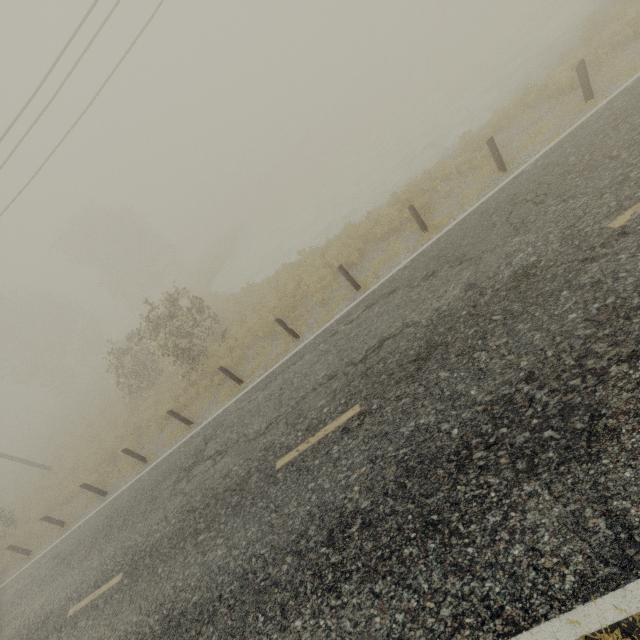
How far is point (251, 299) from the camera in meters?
15.9
